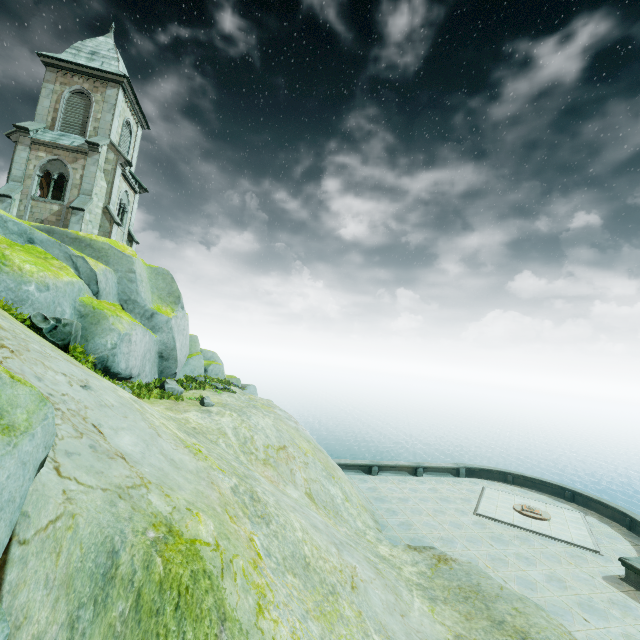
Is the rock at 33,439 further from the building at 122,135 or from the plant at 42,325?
the plant at 42,325

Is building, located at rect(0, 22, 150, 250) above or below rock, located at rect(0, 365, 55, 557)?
above

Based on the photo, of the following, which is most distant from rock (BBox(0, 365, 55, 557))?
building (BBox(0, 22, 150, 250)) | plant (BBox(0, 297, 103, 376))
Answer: plant (BBox(0, 297, 103, 376))

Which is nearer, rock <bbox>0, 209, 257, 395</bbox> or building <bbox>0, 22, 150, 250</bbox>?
rock <bbox>0, 209, 257, 395</bbox>

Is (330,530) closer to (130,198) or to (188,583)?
(188,583)

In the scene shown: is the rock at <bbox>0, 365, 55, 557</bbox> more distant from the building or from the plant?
the plant
